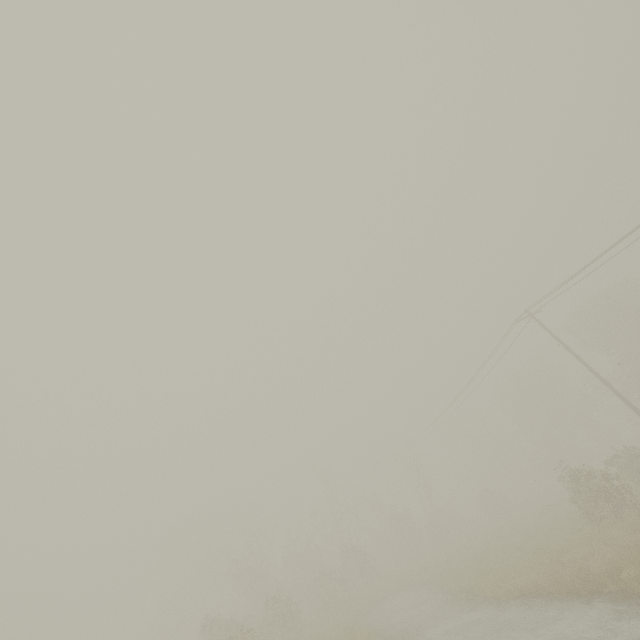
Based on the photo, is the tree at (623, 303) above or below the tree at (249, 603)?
above

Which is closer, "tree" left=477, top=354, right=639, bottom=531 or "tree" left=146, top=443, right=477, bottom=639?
"tree" left=477, top=354, right=639, bottom=531

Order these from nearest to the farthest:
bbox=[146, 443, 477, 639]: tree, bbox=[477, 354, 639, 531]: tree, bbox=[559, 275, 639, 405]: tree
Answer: bbox=[477, 354, 639, 531]: tree < bbox=[146, 443, 477, 639]: tree < bbox=[559, 275, 639, 405]: tree

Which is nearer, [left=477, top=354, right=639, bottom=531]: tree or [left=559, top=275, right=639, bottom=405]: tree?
[left=477, top=354, right=639, bottom=531]: tree

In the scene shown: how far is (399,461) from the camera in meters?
42.2 m

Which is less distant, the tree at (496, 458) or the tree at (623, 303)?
the tree at (496, 458)

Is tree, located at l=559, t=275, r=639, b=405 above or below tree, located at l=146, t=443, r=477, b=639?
above
